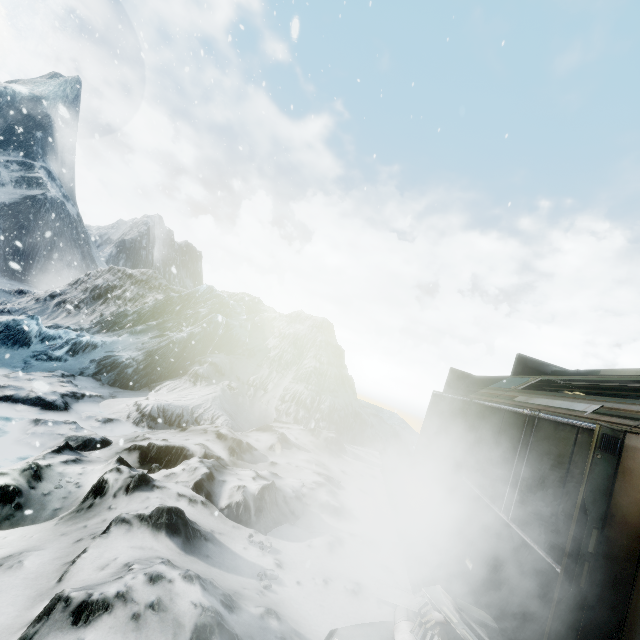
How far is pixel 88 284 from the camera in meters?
19.3 m
